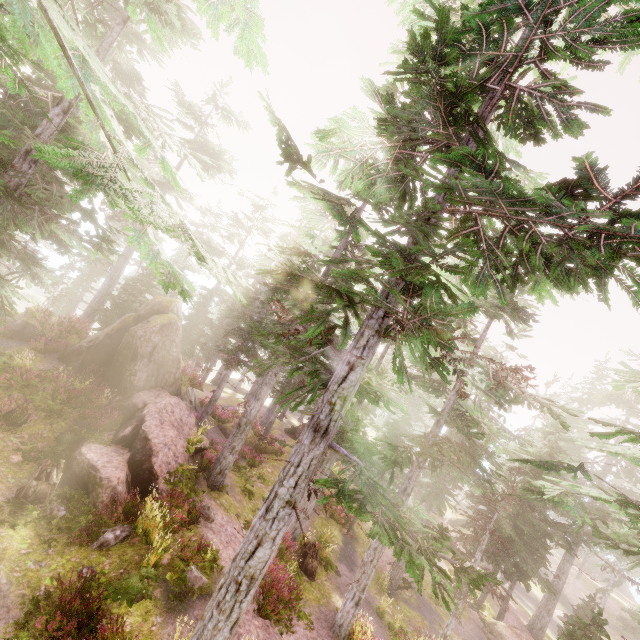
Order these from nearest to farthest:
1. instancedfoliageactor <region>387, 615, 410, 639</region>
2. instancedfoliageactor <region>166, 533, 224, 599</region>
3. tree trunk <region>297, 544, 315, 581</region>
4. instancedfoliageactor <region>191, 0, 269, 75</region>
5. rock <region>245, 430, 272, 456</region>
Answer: instancedfoliageactor <region>191, 0, 269, 75</region> < instancedfoliageactor <region>166, 533, 224, 599</region> < instancedfoliageactor <region>387, 615, 410, 639</region> < tree trunk <region>297, 544, 315, 581</region> < rock <region>245, 430, 272, 456</region>

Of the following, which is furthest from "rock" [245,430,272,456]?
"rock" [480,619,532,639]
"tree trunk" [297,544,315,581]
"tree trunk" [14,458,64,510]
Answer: "rock" [480,619,532,639]

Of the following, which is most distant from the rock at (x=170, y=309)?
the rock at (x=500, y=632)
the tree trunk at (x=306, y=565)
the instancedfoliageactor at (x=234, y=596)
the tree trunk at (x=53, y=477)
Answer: the rock at (x=500, y=632)

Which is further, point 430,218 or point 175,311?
point 175,311

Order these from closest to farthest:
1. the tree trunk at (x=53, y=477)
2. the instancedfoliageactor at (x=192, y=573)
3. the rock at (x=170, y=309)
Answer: the instancedfoliageactor at (x=192, y=573)
the tree trunk at (x=53, y=477)
the rock at (x=170, y=309)

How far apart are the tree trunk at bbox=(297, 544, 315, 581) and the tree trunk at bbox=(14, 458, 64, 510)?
11.7m

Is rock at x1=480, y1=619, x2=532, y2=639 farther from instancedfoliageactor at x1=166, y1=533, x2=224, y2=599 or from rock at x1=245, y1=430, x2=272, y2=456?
rock at x1=245, y1=430, x2=272, y2=456

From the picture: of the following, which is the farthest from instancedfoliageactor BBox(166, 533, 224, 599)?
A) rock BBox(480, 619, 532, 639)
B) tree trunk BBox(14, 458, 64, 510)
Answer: tree trunk BBox(14, 458, 64, 510)
